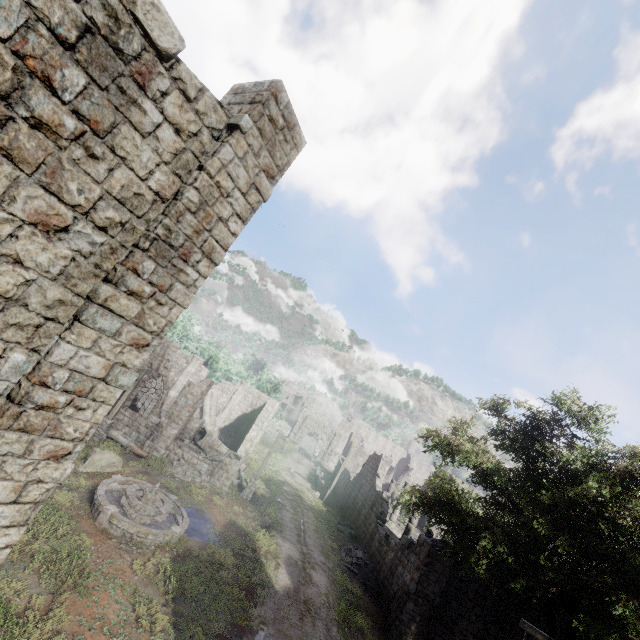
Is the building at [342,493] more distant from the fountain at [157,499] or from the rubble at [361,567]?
the fountain at [157,499]

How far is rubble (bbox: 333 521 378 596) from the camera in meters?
19.4 m

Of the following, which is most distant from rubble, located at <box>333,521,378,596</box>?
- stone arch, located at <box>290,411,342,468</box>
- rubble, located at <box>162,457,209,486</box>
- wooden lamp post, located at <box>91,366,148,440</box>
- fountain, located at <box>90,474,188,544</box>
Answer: stone arch, located at <box>290,411,342,468</box>

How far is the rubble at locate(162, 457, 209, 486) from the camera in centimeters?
1931cm

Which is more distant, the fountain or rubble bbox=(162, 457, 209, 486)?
rubble bbox=(162, 457, 209, 486)

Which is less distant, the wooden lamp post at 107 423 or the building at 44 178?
the building at 44 178

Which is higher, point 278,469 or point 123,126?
point 123,126

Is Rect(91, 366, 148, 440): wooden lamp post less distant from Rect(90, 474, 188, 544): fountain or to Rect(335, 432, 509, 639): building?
Rect(335, 432, 509, 639): building
